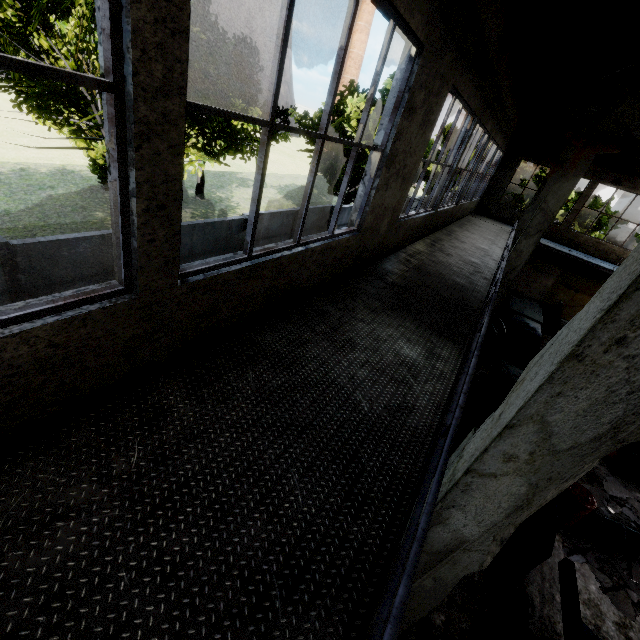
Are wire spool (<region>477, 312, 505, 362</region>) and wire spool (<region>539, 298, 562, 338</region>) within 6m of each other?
yes

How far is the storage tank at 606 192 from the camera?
54.66m

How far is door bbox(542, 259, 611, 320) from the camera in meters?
19.1 m

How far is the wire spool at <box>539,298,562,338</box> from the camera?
15.5 meters

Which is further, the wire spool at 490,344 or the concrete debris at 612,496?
the wire spool at 490,344

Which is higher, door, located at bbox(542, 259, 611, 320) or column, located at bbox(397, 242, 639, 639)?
column, located at bbox(397, 242, 639, 639)

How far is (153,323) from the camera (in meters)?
2.70

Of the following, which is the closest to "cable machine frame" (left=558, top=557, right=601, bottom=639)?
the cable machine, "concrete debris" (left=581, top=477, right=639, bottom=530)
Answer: the cable machine
